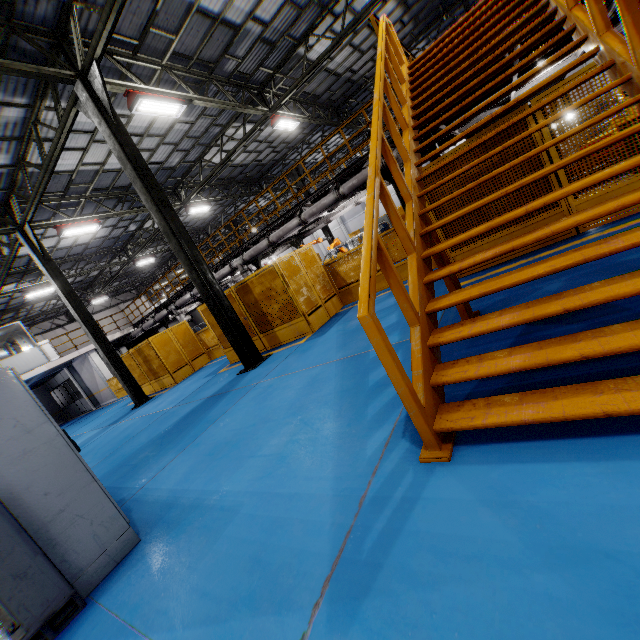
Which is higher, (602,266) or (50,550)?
(50,550)

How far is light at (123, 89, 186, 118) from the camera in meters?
8.6 m

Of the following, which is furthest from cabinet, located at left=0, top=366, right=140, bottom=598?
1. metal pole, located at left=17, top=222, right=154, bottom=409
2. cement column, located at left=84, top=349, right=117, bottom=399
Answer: cement column, located at left=84, top=349, right=117, bottom=399

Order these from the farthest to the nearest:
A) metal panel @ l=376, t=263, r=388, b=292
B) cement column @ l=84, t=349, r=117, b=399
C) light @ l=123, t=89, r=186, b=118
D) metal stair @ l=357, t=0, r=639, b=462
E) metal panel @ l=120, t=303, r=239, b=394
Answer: cement column @ l=84, t=349, r=117, b=399 → metal panel @ l=120, t=303, r=239, b=394 → metal panel @ l=376, t=263, r=388, b=292 → light @ l=123, t=89, r=186, b=118 → metal stair @ l=357, t=0, r=639, b=462

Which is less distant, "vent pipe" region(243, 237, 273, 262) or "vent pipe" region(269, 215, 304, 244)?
"vent pipe" region(269, 215, 304, 244)

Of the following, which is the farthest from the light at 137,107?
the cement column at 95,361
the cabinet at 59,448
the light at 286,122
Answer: the cement column at 95,361

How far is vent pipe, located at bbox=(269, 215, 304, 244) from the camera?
13.4m

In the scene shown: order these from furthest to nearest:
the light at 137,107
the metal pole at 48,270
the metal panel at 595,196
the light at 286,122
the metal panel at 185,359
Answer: the light at 286,122 → the metal pole at 48,270 → the metal panel at 185,359 → the light at 137,107 → the metal panel at 595,196
